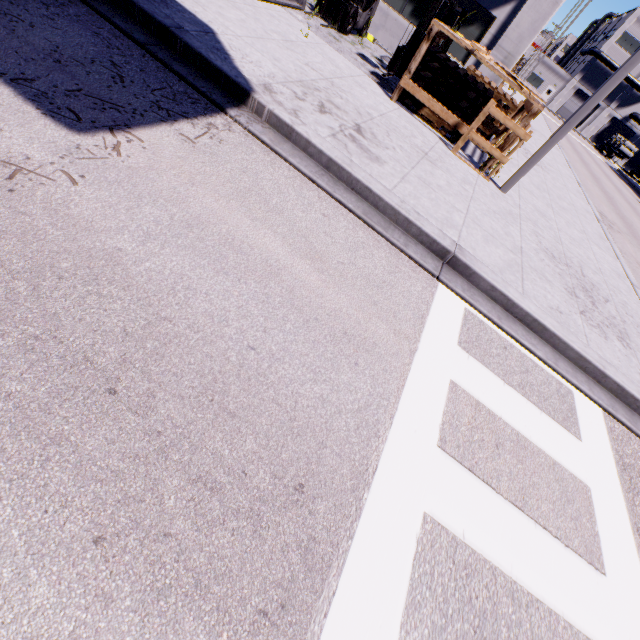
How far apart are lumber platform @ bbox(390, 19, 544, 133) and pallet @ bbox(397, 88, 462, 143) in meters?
0.2

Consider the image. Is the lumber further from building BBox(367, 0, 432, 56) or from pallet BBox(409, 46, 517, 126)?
building BBox(367, 0, 432, 56)

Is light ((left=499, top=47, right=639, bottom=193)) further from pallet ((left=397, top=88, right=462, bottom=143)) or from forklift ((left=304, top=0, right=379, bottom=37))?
forklift ((left=304, top=0, right=379, bottom=37))

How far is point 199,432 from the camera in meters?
2.0

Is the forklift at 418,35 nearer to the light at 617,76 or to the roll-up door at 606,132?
the light at 617,76

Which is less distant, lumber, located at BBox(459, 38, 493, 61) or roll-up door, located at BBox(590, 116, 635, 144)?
lumber, located at BBox(459, 38, 493, 61)

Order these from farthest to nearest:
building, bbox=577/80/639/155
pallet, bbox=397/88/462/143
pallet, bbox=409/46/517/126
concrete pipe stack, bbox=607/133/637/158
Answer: building, bbox=577/80/639/155 → concrete pipe stack, bbox=607/133/637/158 → pallet, bbox=397/88/462/143 → pallet, bbox=409/46/517/126

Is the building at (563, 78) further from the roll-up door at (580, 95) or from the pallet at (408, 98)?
the pallet at (408, 98)
